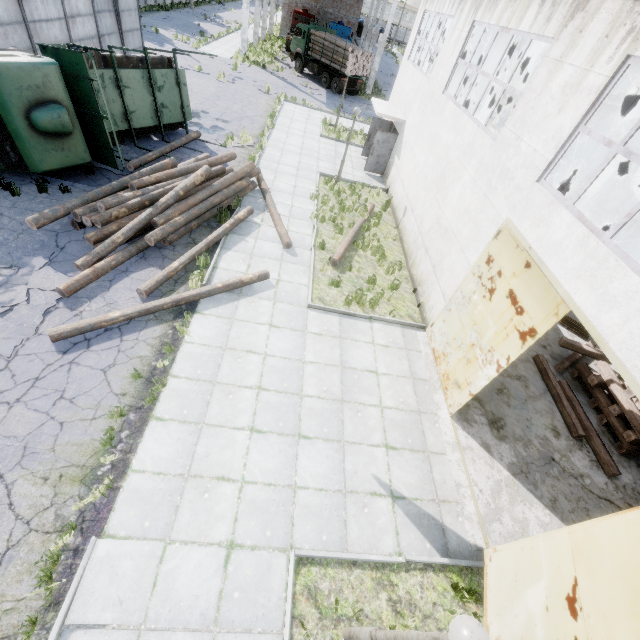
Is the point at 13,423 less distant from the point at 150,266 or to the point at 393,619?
the point at 150,266

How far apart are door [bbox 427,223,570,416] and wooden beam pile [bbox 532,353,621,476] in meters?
3.5 m

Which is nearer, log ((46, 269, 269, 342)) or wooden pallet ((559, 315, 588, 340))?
log ((46, 269, 269, 342))

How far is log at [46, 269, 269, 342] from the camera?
7.0 meters

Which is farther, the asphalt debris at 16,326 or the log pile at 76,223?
the log pile at 76,223

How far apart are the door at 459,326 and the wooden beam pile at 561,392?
3.5m

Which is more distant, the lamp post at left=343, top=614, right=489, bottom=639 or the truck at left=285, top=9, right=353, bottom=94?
the truck at left=285, top=9, right=353, bottom=94

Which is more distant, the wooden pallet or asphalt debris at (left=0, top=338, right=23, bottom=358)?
the wooden pallet
